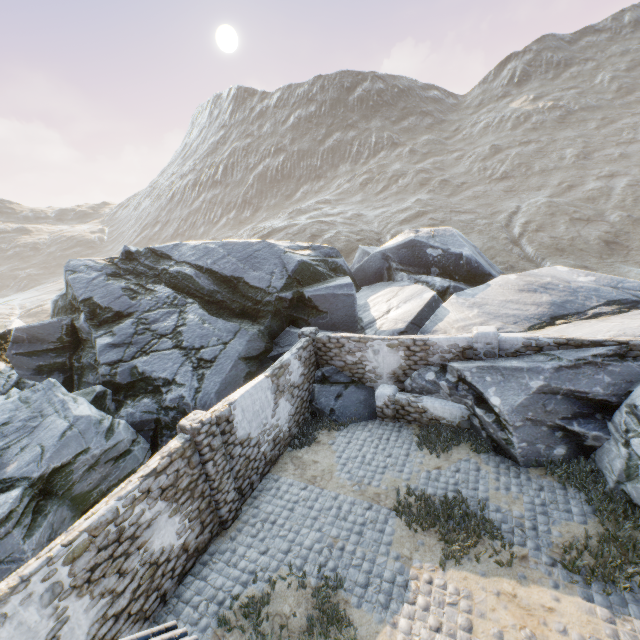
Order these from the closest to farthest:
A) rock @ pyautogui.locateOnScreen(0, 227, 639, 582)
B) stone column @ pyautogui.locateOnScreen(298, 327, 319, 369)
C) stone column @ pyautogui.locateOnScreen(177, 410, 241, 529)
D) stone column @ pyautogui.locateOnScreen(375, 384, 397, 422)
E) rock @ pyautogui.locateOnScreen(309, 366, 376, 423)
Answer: stone column @ pyautogui.locateOnScreen(177, 410, 241, 529) → rock @ pyautogui.locateOnScreen(0, 227, 639, 582) → stone column @ pyautogui.locateOnScreen(375, 384, 397, 422) → rock @ pyautogui.locateOnScreen(309, 366, 376, 423) → stone column @ pyautogui.locateOnScreen(298, 327, 319, 369)

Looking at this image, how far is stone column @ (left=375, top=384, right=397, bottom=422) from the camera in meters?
11.5

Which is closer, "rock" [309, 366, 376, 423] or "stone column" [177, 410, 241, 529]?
"stone column" [177, 410, 241, 529]

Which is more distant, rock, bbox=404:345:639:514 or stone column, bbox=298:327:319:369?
stone column, bbox=298:327:319:369

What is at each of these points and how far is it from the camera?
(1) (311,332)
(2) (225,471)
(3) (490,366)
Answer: (1) stone column, 12.64m
(2) stone column, 8.41m
(3) rock, 9.94m

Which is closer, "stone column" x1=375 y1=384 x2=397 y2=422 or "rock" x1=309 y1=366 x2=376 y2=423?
"stone column" x1=375 y1=384 x2=397 y2=422

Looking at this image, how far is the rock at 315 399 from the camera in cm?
1215

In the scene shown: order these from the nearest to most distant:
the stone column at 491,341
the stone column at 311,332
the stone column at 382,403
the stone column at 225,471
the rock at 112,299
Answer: the stone column at 225,471 < the rock at 112,299 < the stone column at 491,341 < the stone column at 382,403 < the stone column at 311,332
